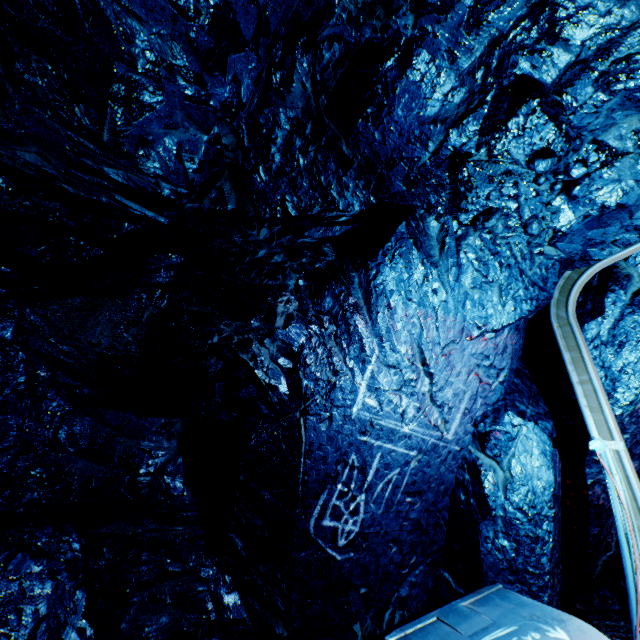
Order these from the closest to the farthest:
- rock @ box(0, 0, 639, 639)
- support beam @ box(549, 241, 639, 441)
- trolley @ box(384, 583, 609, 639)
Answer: rock @ box(0, 0, 639, 639)
trolley @ box(384, 583, 609, 639)
support beam @ box(549, 241, 639, 441)

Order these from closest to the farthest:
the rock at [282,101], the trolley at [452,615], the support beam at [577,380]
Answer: the rock at [282,101], the trolley at [452,615], the support beam at [577,380]

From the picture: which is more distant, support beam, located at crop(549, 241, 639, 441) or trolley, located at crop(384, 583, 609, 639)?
support beam, located at crop(549, 241, 639, 441)

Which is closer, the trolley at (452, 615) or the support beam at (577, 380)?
the trolley at (452, 615)

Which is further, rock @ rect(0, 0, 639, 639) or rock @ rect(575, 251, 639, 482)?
rock @ rect(575, 251, 639, 482)

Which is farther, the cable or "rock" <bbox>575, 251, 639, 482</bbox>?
"rock" <bbox>575, 251, 639, 482</bbox>

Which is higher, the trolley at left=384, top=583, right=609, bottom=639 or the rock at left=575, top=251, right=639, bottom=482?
the rock at left=575, top=251, right=639, bottom=482

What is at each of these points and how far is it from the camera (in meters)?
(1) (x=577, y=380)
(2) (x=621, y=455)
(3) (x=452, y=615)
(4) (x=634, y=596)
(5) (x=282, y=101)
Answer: (1) support beam, 3.26
(2) support beam, 2.87
(3) trolley, 2.77
(4) cable, 2.63
(5) rock, 2.55
